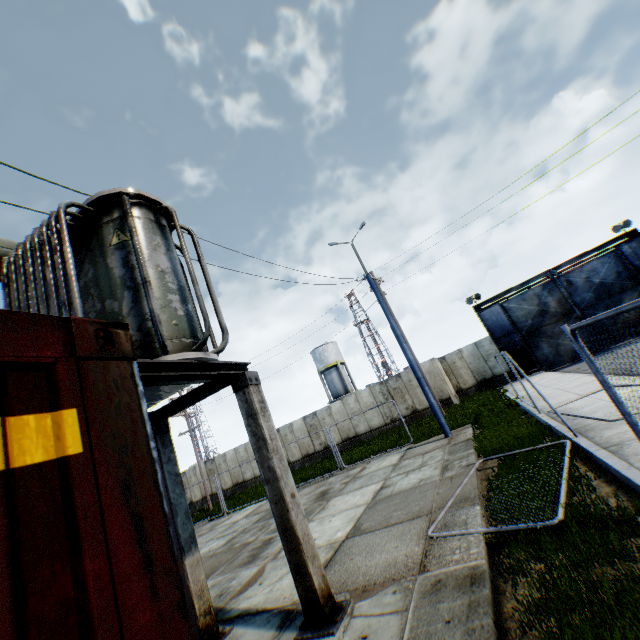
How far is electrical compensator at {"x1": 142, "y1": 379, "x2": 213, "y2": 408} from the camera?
4.3m

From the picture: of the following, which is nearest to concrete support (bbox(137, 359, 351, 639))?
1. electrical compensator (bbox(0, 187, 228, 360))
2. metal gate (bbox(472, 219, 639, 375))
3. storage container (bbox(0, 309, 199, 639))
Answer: electrical compensator (bbox(0, 187, 228, 360))

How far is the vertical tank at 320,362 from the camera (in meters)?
43.38

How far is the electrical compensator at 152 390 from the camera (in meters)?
4.26

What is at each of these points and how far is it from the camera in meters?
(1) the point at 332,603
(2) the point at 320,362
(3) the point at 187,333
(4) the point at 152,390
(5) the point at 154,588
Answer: (1) concrete support, 4.2 m
(2) vertical tank, 44.6 m
(3) electrical compensator, 4.5 m
(4) electrical compensator, 4.8 m
(5) storage container, 1.1 m

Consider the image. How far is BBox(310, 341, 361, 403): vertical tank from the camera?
43.38m

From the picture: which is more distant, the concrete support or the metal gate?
the metal gate

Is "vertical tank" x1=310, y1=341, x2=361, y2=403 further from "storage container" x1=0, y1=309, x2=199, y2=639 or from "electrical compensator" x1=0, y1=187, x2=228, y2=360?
"storage container" x1=0, y1=309, x2=199, y2=639
